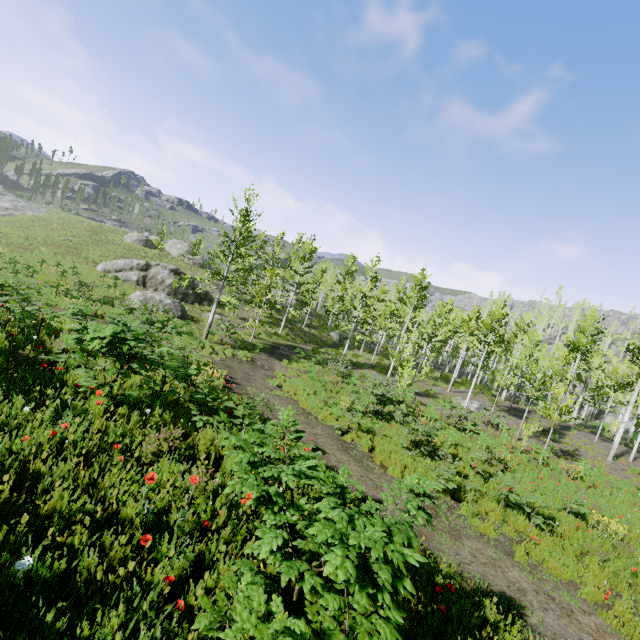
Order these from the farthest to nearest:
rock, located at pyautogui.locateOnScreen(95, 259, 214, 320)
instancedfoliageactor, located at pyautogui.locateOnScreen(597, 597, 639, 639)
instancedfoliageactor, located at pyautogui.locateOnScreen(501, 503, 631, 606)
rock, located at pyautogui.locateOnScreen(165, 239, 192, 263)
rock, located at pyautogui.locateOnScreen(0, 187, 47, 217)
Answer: rock, located at pyautogui.locateOnScreen(165, 239, 192, 263)
rock, located at pyautogui.locateOnScreen(0, 187, 47, 217)
rock, located at pyautogui.locateOnScreen(95, 259, 214, 320)
instancedfoliageactor, located at pyautogui.locateOnScreen(501, 503, 631, 606)
instancedfoliageactor, located at pyautogui.locateOnScreen(597, 597, 639, 639)

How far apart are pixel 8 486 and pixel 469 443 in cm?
1628

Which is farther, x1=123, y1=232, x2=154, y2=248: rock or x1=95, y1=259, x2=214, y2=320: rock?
x1=123, y1=232, x2=154, y2=248: rock

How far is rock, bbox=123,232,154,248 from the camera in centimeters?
4459cm

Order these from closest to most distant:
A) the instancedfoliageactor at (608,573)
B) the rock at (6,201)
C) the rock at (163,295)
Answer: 1. the instancedfoliageactor at (608,573)
2. the rock at (163,295)
3. the rock at (6,201)

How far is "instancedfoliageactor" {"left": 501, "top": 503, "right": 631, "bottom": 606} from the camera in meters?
6.6

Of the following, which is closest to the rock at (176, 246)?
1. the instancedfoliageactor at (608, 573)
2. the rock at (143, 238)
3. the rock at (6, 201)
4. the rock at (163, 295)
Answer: the rock at (143, 238)

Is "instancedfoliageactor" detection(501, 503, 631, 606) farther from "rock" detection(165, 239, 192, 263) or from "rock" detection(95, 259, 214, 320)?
"rock" detection(165, 239, 192, 263)
